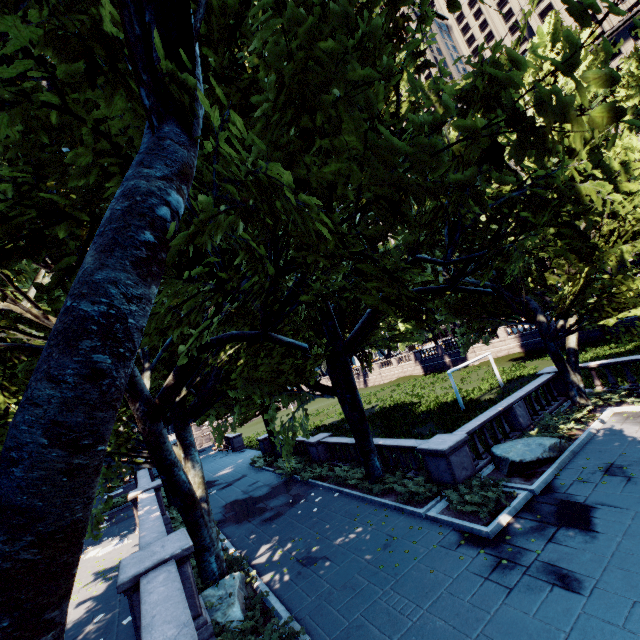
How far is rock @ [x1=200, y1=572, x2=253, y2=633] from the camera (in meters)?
8.30

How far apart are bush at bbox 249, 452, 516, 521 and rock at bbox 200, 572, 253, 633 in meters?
5.6 m

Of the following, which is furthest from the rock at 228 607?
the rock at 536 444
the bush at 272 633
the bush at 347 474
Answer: the rock at 536 444

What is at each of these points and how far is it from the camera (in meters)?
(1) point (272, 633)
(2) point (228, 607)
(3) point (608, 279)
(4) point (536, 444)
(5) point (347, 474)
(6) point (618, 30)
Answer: (1) bush, 7.49
(2) rock, 8.59
(3) tree, 14.44
(4) rock, 12.36
(5) bush, 16.25
(6) building, 56.59

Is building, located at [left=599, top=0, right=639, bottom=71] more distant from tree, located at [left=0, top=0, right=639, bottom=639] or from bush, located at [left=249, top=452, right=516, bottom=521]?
bush, located at [left=249, top=452, right=516, bottom=521]

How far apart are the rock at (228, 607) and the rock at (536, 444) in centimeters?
937cm

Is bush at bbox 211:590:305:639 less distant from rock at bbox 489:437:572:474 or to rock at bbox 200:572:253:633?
rock at bbox 200:572:253:633

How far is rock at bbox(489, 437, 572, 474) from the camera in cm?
1159
